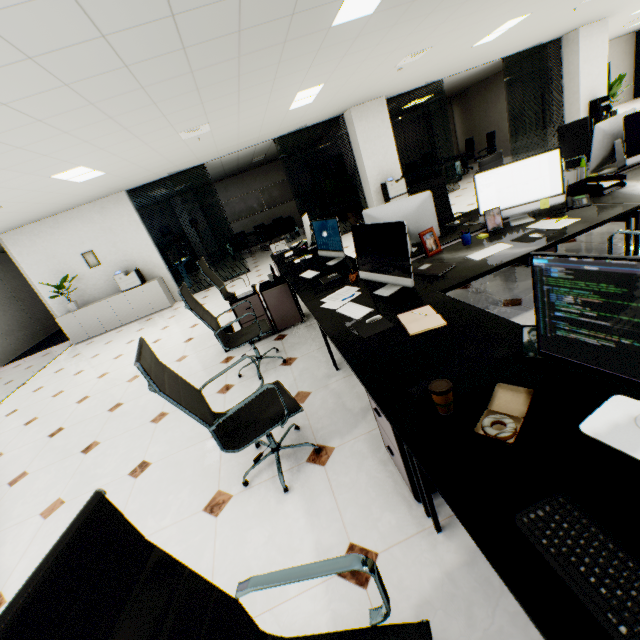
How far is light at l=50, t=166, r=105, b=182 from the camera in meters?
4.9

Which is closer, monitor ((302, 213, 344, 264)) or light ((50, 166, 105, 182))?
monitor ((302, 213, 344, 264))

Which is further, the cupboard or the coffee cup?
the cupboard

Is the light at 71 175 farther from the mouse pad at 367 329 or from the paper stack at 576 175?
the paper stack at 576 175

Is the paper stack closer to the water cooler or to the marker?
the water cooler

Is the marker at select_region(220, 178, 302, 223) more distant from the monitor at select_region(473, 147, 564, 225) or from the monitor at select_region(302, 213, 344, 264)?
the monitor at select_region(473, 147, 564, 225)

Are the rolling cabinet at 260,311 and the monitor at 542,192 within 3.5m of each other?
yes

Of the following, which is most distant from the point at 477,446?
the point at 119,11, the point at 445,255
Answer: the point at 119,11
